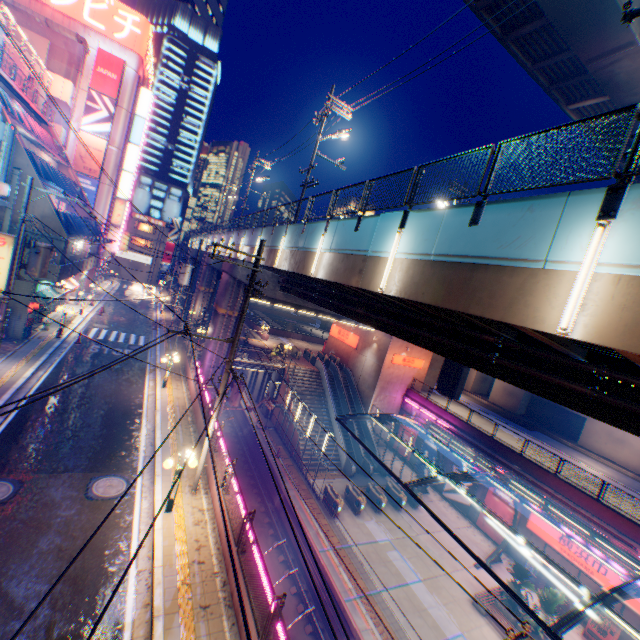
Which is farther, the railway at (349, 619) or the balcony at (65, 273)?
the balcony at (65, 273)

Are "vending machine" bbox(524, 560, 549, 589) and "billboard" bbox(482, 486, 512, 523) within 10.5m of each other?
yes

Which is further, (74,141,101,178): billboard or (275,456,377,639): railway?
(74,141,101,178): billboard

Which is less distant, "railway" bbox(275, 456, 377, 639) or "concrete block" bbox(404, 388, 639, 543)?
"railway" bbox(275, 456, 377, 639)

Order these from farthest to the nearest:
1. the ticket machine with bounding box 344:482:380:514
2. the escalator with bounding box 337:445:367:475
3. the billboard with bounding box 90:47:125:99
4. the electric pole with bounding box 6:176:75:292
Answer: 1. the billboard with bounding box 90:47:125:99
2. the escalator with bounding box 337:445:367:475
3. the ticket machine with bounding box 344:482:380:514
4. the electric pole with bounding box 6:176:75:292

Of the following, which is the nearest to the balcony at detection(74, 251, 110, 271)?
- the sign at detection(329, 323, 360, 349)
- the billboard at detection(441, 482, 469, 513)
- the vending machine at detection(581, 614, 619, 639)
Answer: the sign at detection(329, 323, 360, 349)

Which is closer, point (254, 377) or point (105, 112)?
point (105, 112)

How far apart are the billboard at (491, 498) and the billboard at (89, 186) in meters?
49.2
